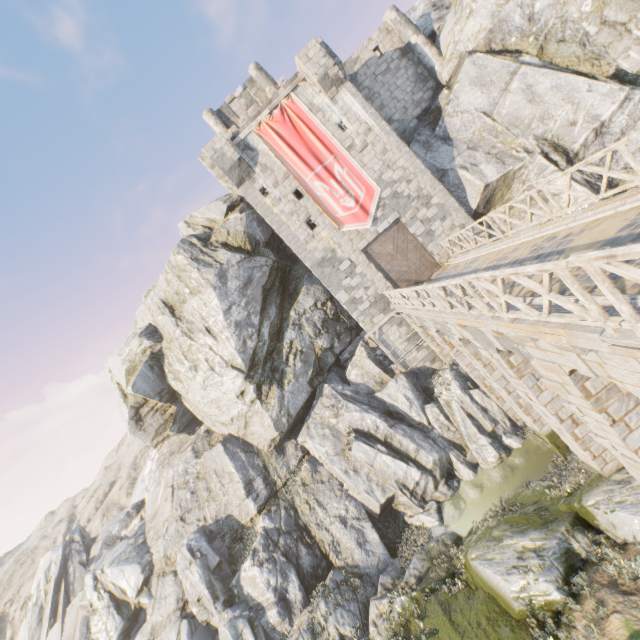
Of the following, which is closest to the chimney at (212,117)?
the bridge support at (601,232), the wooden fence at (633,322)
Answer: the bridge support at (601,232)

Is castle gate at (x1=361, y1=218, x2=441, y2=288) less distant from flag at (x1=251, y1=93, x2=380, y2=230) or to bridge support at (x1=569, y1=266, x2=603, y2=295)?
flag at (x1=251, y1=93, x2=380, y2=230)

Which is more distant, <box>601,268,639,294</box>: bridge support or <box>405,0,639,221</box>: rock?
<box>405,0,639,221</box>: rock

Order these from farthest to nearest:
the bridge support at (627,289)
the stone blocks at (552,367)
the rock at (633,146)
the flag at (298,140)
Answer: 1. the flag at (298,140)
2. the rock at (633,146)
3. the stone blocks at (552,367)
4. the bridge support at (627,289)

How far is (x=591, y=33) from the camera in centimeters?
1587cm

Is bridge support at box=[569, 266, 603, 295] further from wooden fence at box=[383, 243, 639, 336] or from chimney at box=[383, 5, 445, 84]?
chimney at box=[383, 5, 445, 84]

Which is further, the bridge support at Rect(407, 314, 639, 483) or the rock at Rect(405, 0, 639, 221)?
the rock at Rect(405, 0, 639, 221)
